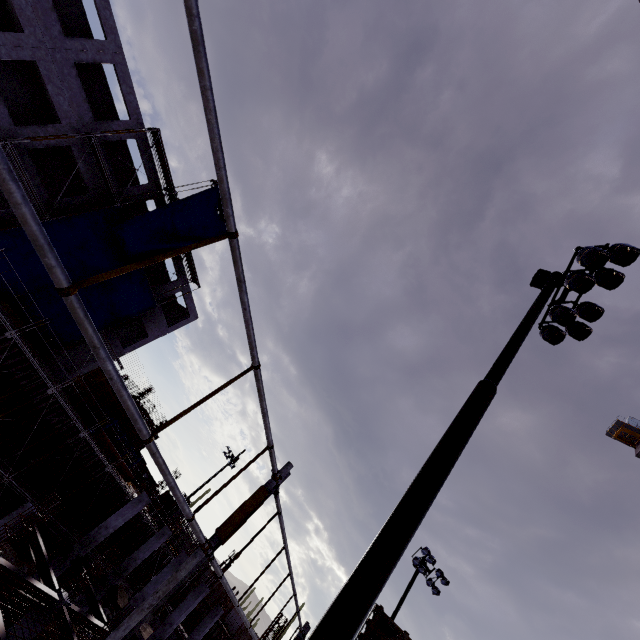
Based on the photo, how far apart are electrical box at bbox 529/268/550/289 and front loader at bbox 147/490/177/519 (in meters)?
42.61

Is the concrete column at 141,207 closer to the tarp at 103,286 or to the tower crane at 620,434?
the tarp at 103,286

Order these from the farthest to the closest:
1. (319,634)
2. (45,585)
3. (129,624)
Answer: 1. (45,585)
2. (319,634)
3. (129,624)

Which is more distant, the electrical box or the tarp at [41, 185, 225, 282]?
the tarp at [41, 185, 225, 282]

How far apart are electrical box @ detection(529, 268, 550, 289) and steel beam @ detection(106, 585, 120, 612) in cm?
2767

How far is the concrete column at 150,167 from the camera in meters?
22.8 m

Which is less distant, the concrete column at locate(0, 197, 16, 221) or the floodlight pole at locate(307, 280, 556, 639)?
the floodlight pole at locate(307, 280, 556, 639)

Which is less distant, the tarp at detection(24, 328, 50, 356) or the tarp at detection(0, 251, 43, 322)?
the tarp at detection(0, 251, 43, 322)
